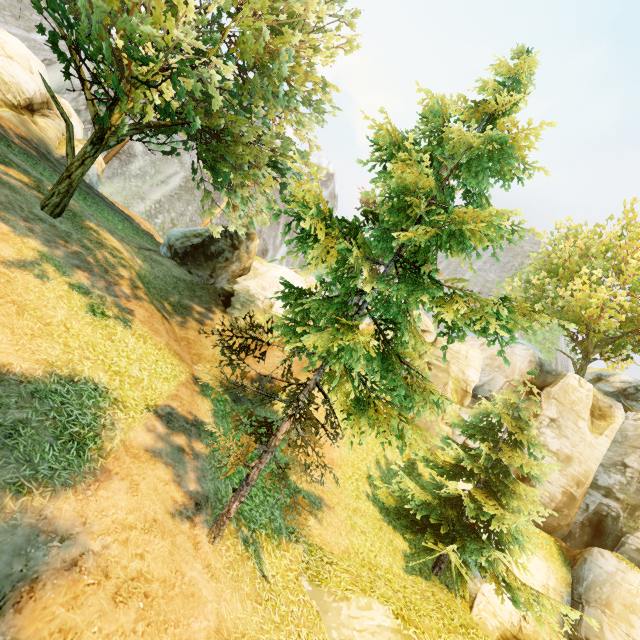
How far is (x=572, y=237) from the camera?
26.0 meters

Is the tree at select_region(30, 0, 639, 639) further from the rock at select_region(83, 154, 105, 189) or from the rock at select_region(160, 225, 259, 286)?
the rock at select_region(83, 154, 105, 189)

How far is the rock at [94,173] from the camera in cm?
2136

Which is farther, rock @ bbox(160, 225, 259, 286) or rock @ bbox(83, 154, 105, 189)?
rock @ bbox(83, 154, 105, 189)

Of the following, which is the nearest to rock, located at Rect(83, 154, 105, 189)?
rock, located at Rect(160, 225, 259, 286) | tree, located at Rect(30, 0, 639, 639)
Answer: tree, located at Rect(30, 0, 639, 639)

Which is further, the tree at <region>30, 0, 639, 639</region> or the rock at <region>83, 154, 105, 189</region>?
the rock at <region>83, 154, 105, 189</region>

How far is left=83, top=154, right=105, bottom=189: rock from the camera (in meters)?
21.36

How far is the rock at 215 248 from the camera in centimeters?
1966cm
